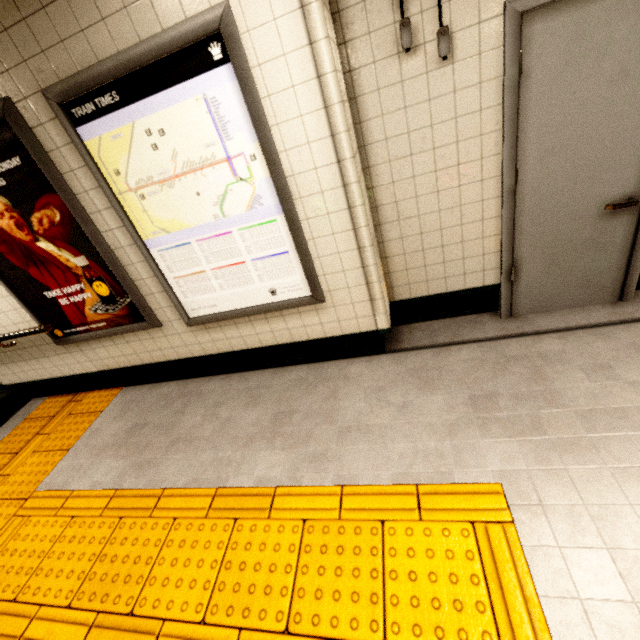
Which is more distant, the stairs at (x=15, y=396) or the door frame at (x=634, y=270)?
the stairs at (x=15, y=396)

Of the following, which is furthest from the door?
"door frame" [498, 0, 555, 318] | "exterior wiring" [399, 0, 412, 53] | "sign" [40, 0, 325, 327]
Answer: "sign" [40, 0, 325, 327]

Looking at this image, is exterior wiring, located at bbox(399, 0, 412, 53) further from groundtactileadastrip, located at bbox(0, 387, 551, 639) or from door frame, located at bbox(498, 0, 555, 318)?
groundtactileadastrip, located at bbox(0, 387, 551, 639)

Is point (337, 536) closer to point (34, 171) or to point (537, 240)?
point (537, 240)

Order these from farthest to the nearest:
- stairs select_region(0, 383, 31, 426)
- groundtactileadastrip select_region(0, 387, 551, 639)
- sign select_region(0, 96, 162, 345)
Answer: stairs select_region(0, 383, 31, 426) < sign select_region(0, 96, 162, 345) < groundtactileadastrip select_region(0, 387, 551, 639)

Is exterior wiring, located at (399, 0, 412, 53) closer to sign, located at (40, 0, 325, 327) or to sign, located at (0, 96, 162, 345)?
sign, located at (40, 0, 325, 327)

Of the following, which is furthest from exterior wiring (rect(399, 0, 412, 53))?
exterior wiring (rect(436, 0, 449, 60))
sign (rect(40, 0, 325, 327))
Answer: sign (rect(40, 0, 325, 327))

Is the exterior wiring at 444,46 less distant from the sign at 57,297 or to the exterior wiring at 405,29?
the exterior wiring at 405,29
